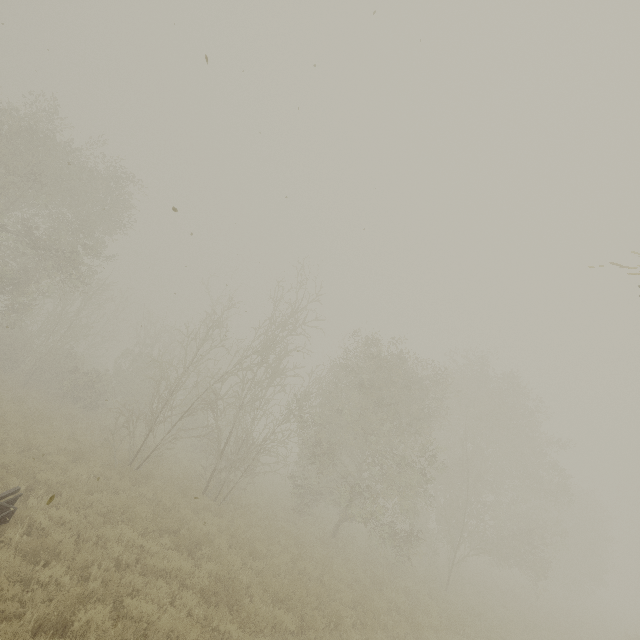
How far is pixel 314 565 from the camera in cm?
1270
